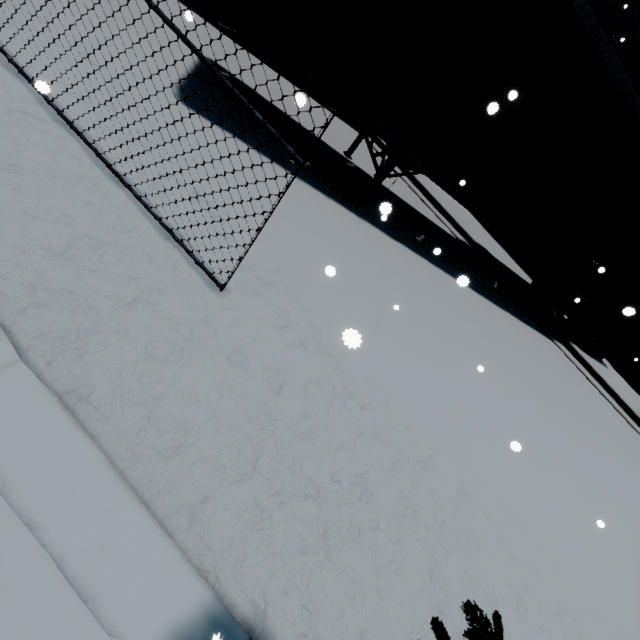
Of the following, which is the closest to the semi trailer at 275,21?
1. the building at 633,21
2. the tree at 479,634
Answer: the building at 633,21

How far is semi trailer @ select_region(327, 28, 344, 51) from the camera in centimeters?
432cm

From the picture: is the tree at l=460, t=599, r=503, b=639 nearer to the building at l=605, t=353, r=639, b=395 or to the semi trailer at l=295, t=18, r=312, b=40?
the building at l=605, t=353, r=639, b=395

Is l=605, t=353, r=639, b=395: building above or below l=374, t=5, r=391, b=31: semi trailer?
below

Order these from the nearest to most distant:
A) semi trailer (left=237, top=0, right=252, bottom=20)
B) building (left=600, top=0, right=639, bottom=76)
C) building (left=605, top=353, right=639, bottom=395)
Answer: semi trailer (left=237, top=0, right=252, bottom=20) < building (left=600, top=0, right=639, bottom=76) < building (left=605, top=353, right=639, bottom=395)

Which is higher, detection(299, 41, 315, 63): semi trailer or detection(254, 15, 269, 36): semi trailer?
detection(299, 41, 315, 63): semi trailer

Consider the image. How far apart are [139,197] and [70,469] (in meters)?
2.41
